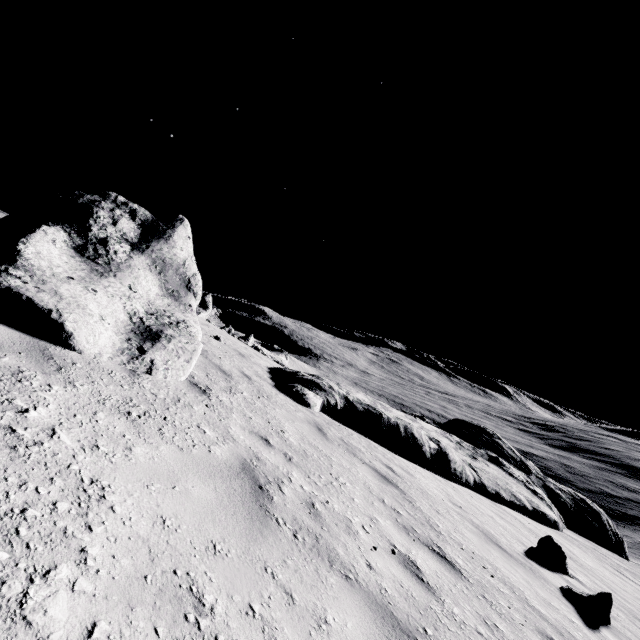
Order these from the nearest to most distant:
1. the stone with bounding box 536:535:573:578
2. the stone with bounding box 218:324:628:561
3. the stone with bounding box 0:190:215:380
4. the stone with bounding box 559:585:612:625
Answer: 1. the stone with bounding box 0:190:215:380
2. the stone with bounding box 559:585:612:625
3. the stone with bounding box 536:535:573:578
4. the stone with bounding box 218:324:628:561

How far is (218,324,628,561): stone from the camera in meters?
10.1

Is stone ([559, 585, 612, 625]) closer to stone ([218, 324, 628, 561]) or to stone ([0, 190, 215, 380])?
stone ([218, 324, 628, 561])

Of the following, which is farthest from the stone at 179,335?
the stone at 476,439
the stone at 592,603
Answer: A: the stone at 592,603

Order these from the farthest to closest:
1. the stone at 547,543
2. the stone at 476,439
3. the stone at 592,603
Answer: the stone at 476,439, the stone at 547,543, the stone at 592,603

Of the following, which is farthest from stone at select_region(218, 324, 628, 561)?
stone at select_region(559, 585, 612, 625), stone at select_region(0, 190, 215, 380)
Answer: stone at select_region(0, 190, 215, 380)

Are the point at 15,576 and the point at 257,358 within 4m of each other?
no

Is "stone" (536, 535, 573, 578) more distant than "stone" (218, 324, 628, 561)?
No
